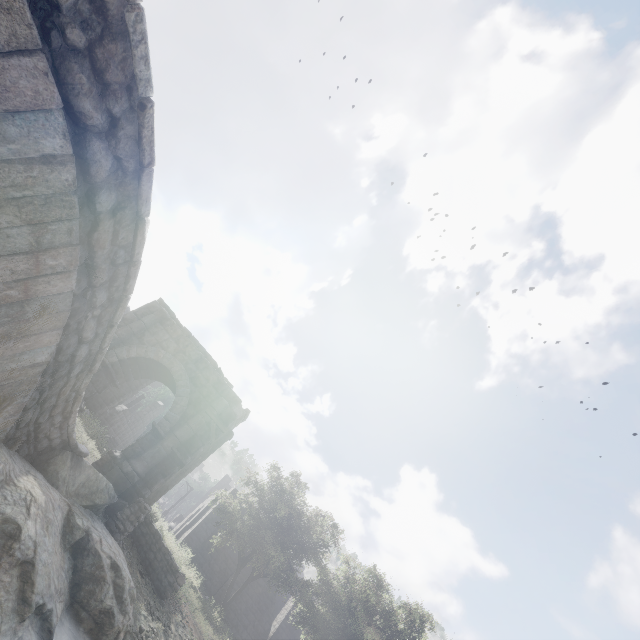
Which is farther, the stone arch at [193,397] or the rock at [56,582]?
the stone arch at [193,397]

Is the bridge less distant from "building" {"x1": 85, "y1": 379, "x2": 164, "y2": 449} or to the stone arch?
the stone arch

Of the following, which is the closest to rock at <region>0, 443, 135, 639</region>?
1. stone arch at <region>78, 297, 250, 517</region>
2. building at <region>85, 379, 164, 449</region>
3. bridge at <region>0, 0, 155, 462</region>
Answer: bridge at <region>0, 0, 155, 462</region>

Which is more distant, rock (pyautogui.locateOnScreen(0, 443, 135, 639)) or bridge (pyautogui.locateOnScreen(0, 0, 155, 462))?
rock (pyautogui.locateOnScreen(0, 443, 135, 639))

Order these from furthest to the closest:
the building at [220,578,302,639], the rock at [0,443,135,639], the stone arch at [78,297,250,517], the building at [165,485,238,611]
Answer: the building at [220,578,302,639], the building at [165,485,238,611], the stone arch at [78,297,250,517], the rock at [0,443,135,639]

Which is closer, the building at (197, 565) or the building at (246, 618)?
the building at (197, 565)

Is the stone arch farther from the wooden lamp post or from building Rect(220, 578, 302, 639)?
the wooden lamp post

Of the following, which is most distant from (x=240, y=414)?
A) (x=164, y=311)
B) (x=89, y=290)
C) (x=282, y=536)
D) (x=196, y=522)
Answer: (x=196, y=522)
